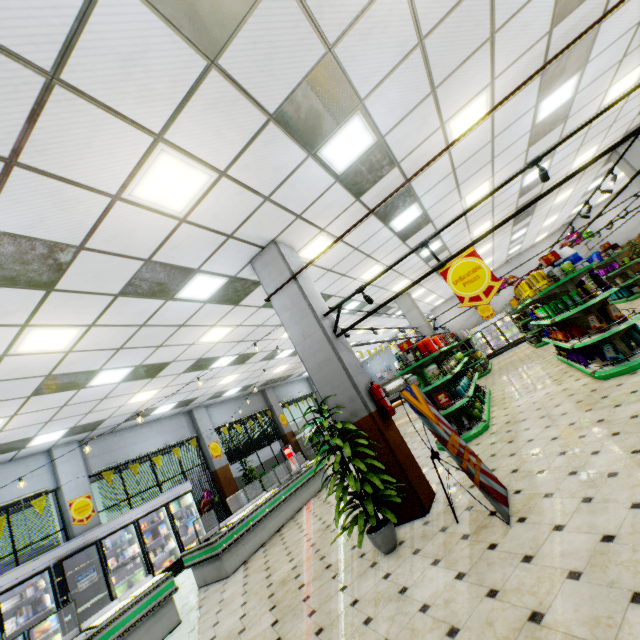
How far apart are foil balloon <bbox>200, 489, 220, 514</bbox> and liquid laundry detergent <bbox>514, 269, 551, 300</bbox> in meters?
12.1

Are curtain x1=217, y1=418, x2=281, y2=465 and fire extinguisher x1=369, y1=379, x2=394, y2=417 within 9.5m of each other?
no

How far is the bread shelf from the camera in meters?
30.0

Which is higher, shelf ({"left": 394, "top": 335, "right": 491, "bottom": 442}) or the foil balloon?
the foil balloon

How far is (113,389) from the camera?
8.16m

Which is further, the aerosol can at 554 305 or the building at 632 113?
the building at 632 113

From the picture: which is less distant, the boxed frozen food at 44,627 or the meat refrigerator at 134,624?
the meat refrigerator at 134,624

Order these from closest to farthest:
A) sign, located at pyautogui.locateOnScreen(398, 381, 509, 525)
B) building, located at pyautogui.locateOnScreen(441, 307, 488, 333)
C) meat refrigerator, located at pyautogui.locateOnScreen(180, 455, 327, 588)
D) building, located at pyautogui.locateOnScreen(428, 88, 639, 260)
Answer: sign, located at pyautogui.locateOnScreen(398, 381, 509, 525) < meat refrigerator, located at pyautogui.locateOnScreen(180, 455, 327, 588) < building, located at pyautogui.locateOnScreen(428, 88, 639, 260) < building, located at pyautogui.locateOnScreen(441, 307, 488, 333)
